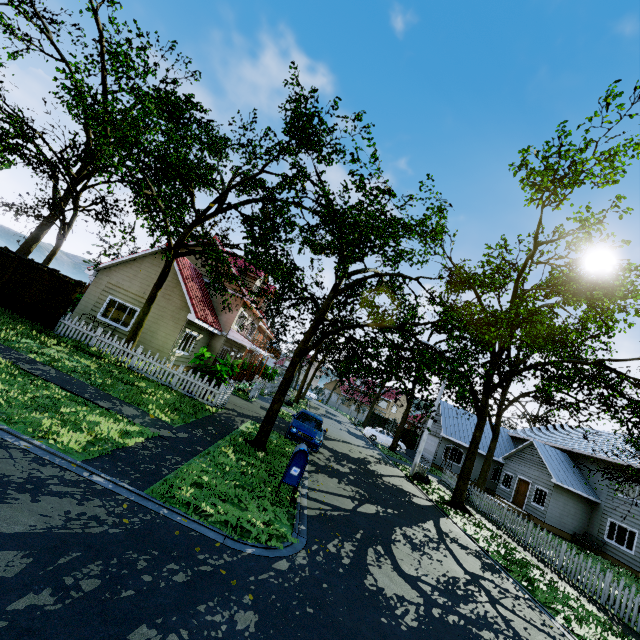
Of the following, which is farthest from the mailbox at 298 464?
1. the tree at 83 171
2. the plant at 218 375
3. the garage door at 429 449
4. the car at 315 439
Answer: the garage door at 429 449

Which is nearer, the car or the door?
the car

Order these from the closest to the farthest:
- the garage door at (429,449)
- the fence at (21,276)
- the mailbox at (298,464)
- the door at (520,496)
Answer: the mailbox at (298,464) → the fence at (21,276) → the door at (520,496) → the garage door at (429,449)

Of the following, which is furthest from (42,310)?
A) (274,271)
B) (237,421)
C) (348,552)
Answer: (348,552)

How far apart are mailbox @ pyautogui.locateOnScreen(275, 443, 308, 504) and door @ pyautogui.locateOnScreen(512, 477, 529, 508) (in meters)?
25.35

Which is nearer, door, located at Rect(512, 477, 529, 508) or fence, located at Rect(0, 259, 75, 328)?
fence, located at Rect(0, 259, 75, 328)

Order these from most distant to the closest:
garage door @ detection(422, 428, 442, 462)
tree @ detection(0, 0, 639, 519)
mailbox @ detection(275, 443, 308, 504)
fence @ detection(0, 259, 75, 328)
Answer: garage door @ detection(422, 428, 442, 462) < fence @ detection(0, 259, 75, 328) < tree @ detection(0, 0, 639, 519) < mailbox @ detection(275, 443, 308, 504)

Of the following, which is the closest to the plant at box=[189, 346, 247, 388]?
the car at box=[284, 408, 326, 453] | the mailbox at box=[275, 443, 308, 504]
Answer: the car at box=[284, 408, 326, 453]
